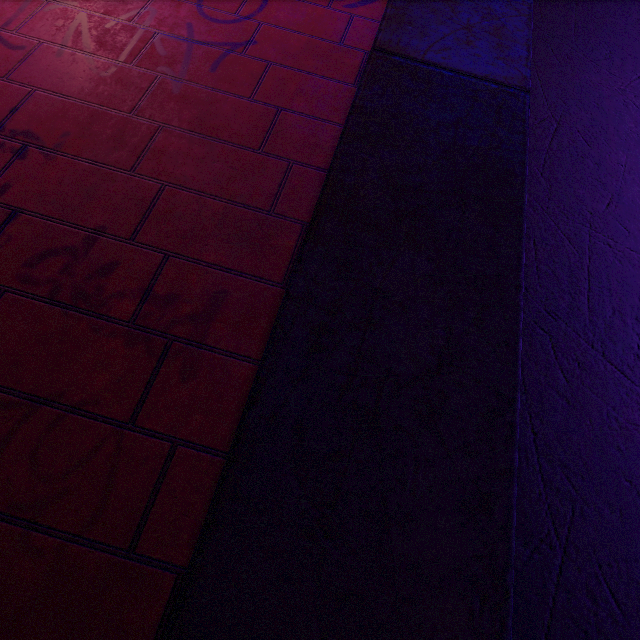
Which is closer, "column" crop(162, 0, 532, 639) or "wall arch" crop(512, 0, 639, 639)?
"column" crop(162, 0, 532, 639)

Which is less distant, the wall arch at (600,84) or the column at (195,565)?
the column at (195,565)

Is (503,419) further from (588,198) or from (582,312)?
(588,198)
